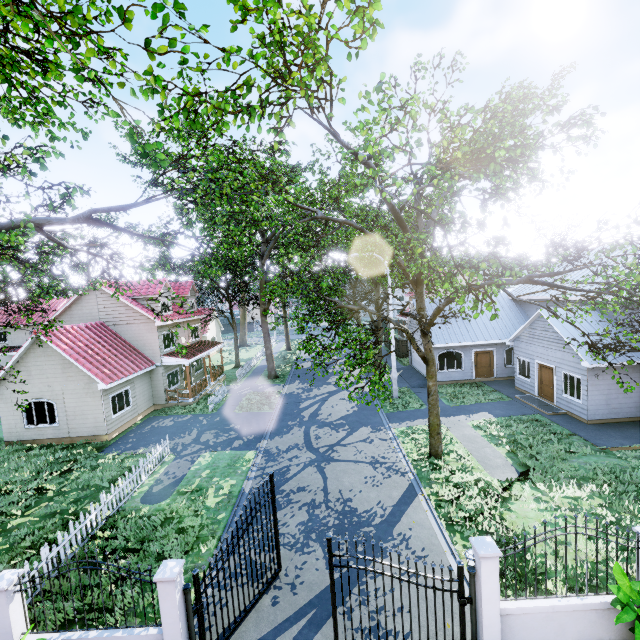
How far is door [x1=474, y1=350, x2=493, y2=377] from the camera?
24.0 meters

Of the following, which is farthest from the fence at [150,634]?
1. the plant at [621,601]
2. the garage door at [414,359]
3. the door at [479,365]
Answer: the door at [479,365]

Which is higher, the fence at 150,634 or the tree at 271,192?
the tree at 271,192

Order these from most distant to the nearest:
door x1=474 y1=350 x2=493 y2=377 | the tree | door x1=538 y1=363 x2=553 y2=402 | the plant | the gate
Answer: door x1=474 y1=350 x2=493 y2=377, door x1=538 y1=363 x2=553 y2=402, the gate, the plant, the tree

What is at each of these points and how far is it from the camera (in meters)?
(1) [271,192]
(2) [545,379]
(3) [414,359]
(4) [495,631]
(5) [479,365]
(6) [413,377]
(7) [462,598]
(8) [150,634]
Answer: (1) tree, 26.02
(2) door, 18.94
(3) garage door, 28.73
(4) fence, 6.29
(5) door, 24.09
(6) garage entrance, 26.17
(7) gate, 6.35
(8) fence, 6.36

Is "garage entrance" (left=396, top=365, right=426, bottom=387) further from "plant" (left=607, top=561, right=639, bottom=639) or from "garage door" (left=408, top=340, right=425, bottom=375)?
"plant" (left=607, top=561, right=639, bottom=639)

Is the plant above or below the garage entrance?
above

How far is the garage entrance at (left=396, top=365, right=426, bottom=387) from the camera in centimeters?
2441cm
